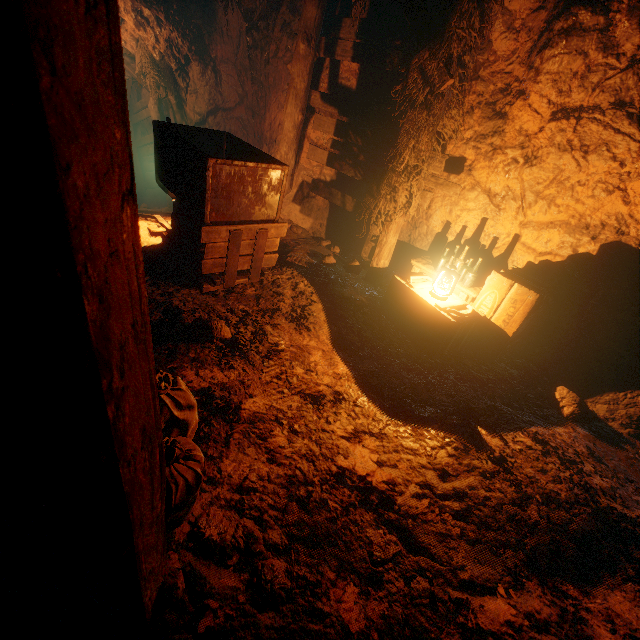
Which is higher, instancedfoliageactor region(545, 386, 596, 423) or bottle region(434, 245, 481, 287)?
bottle region(434, 245, 481, 287)

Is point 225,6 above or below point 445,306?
above

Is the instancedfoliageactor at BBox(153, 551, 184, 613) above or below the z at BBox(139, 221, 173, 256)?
above

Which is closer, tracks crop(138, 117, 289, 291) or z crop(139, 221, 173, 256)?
tracks crop(138, 117, 289, 291)

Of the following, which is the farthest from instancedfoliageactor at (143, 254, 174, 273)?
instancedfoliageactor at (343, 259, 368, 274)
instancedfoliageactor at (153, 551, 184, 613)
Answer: instancedfoliageactor at (153, 551, 184, 613)

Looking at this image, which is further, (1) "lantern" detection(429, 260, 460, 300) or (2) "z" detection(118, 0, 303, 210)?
(2) "z" detection(118, 0, 303, 210)

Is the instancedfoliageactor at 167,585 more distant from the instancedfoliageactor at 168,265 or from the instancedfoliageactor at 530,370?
the instancedfoliageactor at 530,370

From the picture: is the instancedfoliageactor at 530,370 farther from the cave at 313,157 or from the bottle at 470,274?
the bottle at 470,274
